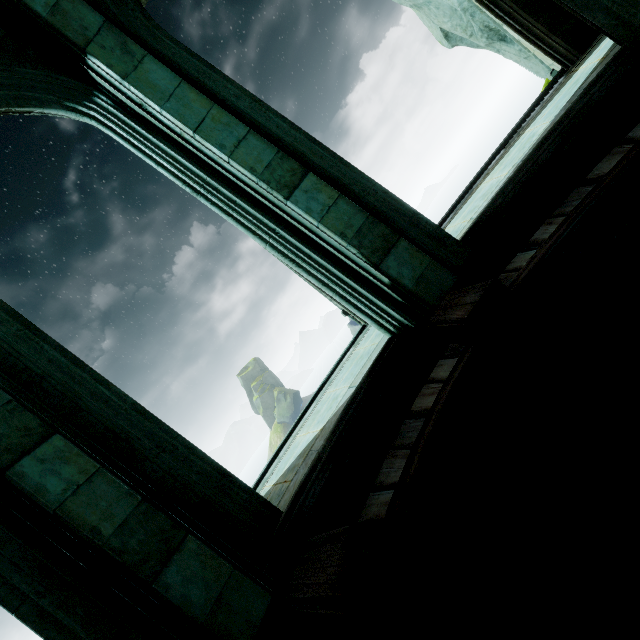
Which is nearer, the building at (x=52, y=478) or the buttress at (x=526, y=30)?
the building at (x=52, y=478)

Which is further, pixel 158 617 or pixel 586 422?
pixel 586 422

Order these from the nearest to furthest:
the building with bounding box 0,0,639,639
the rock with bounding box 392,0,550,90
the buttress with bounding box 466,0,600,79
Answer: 1. the building with bounding box 0,0,639,639
2. the buttress with bounding box 466,0,600,79
3. the rock with bounding box 392,0,550,90

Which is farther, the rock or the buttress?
the rock

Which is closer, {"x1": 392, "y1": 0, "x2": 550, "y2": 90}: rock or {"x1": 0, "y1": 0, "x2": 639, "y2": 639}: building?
{"x1": 0, "y1": 0, "x2": 639, "y2": 639}: building

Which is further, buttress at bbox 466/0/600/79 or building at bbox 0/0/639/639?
buttress at bbox 466/0/600/79

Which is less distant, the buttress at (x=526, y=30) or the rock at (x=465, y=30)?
the buttress at (x=526, y=30)
